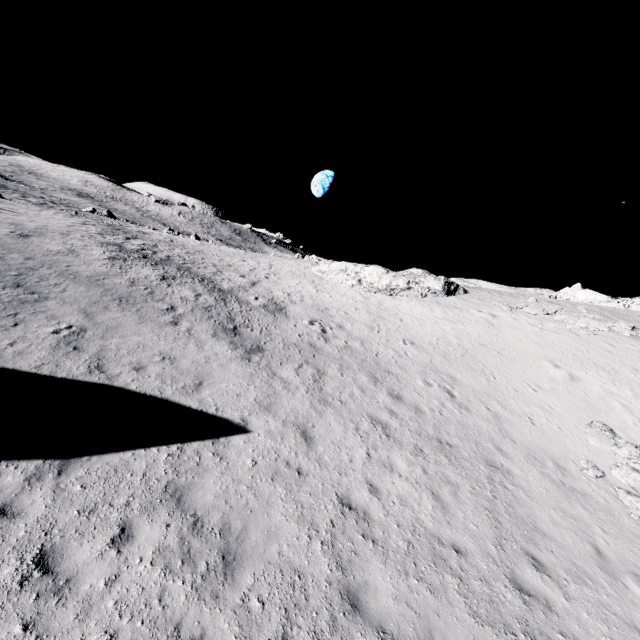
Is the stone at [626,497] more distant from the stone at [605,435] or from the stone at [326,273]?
the stone at [326,273]

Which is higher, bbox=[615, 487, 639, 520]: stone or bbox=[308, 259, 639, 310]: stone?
bbox=[308, 259, 639, 310]: stone

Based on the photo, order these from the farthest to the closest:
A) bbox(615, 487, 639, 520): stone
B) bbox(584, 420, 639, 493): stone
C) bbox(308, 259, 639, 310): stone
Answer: bbox(308, 259, 639, 310): stone → bbox(584, 420, 639, 493): stone → bbox(615, 487, 639, 520): stone

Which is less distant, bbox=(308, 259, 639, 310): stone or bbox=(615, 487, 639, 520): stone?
bbox=(615, 487, 639, 520): stone

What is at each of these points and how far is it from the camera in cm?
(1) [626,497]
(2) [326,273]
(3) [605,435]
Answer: (1) stone, 1023
(2) stone, 3438
(3) stone, 1323

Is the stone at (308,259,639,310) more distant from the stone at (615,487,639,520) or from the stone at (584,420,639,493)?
the stone at (615,487,639,520)

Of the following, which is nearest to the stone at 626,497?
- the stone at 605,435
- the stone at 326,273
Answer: the stone at 605,435
